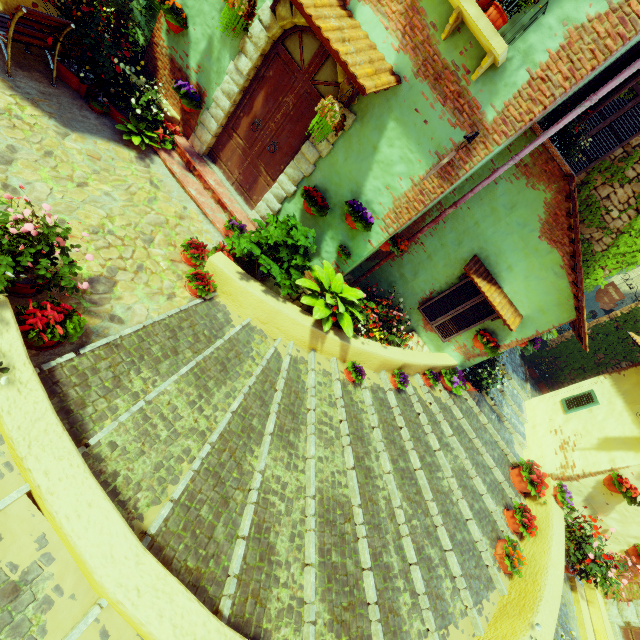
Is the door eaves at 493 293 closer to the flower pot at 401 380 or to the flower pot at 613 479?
the flower pot at 401 380

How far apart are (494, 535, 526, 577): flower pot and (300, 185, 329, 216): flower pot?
6.2 meters

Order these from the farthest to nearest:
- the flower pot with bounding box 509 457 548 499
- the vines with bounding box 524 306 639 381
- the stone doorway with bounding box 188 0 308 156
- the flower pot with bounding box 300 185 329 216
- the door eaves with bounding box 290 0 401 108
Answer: the vines with bounding box 524 306 639 381
the flower pot with bounding box 509 457 548 499
the flower pot with bounding box 300 185 329 216
the stone doorway with bounding box 188 0 308 156
the door eaves with bounding box 290 0 401 108

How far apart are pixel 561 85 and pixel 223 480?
5.9 meters

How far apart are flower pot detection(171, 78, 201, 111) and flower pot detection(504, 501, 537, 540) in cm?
917

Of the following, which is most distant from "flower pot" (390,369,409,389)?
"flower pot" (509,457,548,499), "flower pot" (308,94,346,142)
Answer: "flower pot" (509,457,548,499)

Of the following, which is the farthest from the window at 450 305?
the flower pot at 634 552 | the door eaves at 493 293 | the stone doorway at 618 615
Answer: the stone doorway at 618 615

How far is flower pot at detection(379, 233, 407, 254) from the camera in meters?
5.5 m
